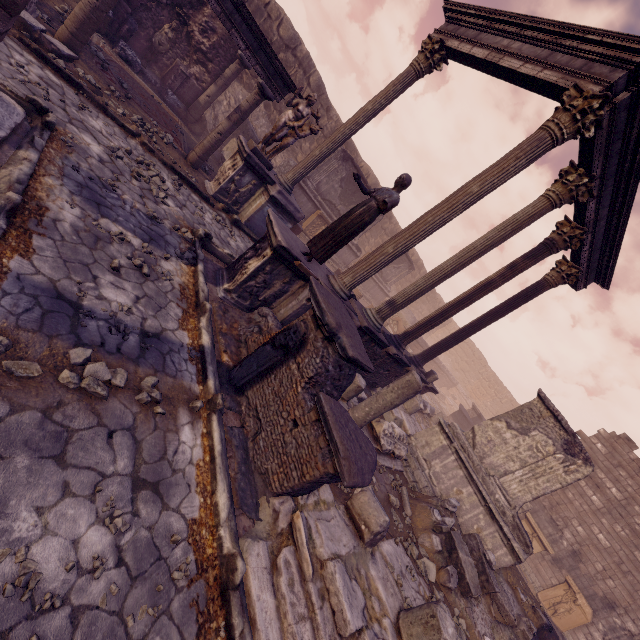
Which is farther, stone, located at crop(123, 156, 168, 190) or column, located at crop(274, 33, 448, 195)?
column, located at crop(274, 33, 448, 195)

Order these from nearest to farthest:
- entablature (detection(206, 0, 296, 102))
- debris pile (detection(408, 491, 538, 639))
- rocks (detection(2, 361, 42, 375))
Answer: rocks (detection(2, 361, 42, 375)) → debris pile (detection(408, 491, 538, 639)) → entablature (detection(206, 0, 296, 102))

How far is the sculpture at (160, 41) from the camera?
10.3 meters

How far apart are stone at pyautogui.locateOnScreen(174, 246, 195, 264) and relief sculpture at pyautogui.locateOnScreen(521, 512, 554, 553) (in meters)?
16.43

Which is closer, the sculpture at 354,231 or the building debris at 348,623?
the building debris at 348,623

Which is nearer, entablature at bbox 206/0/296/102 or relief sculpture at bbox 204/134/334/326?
relief sculpture at bbox 204/134/334/326

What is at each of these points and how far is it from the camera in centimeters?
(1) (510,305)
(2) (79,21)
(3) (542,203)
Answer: (1) column, 1013cm
(2) column, 669cm
(3) column, 711cm

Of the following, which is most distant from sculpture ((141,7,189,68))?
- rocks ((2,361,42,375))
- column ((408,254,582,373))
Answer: column ((408,254,582,373))
